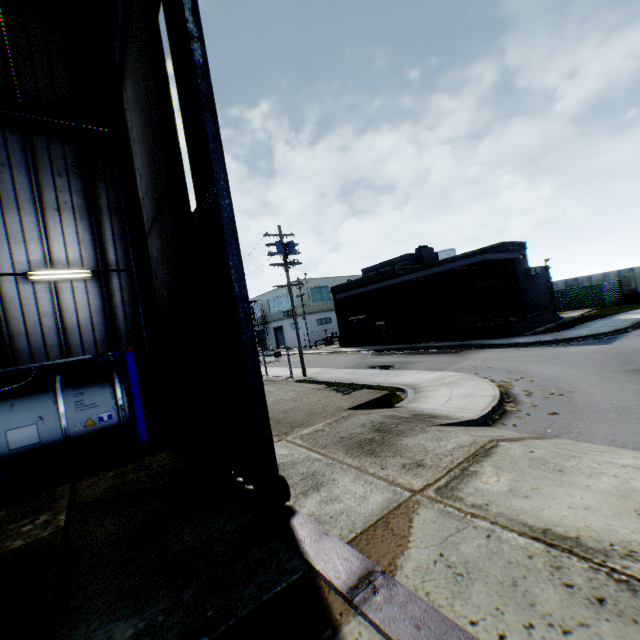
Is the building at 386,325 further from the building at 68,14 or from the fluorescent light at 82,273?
the fluorescent light at 82,273

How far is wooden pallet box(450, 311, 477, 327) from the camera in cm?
2500

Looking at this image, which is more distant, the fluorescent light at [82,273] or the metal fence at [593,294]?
the metal fence at [593,294]

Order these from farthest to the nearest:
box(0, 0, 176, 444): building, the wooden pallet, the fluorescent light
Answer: the wooden pallet < the fluorescent light < box(0, 0, 176, 444): building

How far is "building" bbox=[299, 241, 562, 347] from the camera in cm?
2431

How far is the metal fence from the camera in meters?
32.1

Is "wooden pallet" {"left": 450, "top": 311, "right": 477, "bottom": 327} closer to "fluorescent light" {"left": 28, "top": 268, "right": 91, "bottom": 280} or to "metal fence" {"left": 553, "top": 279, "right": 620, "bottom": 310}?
"metal fence" {"left": 553, "top": 279, "right": 620, "bottom": 310}

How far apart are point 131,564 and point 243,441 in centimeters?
214cm
